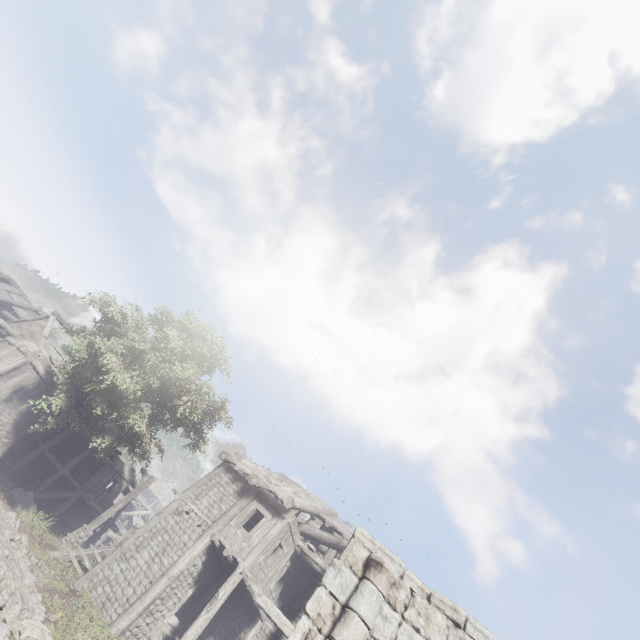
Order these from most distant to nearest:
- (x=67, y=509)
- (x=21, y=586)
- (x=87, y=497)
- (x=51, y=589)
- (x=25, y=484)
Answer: (x=67, y=509)
(x=87, y=497)
(x=25, y=484)
(x=51, y=589)
(x=21, y=586)

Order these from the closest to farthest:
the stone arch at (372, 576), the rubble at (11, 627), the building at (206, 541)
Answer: the stone arch at (372, 576) → the rubble at (11, 627) → the building at (206, 541)

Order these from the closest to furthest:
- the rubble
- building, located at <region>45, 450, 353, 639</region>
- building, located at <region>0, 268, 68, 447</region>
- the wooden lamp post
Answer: the rubble, building, located at <region>45, 450, 353, 639</region>, the wooden lamp post, building, located at <region>0, 268, 68, 447</region>

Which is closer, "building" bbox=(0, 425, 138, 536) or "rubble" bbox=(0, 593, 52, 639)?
"rubble" bbox=(0, 593, 52, 639)

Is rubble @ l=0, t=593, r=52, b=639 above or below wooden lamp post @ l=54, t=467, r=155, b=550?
below

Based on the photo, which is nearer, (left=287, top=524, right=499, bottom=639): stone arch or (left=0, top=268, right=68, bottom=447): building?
(left=287, top=524, right=499, bottom=639): stone arch

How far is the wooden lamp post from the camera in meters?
16.0

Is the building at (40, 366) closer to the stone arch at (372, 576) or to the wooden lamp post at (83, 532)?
the stone arch at (372, 576)
